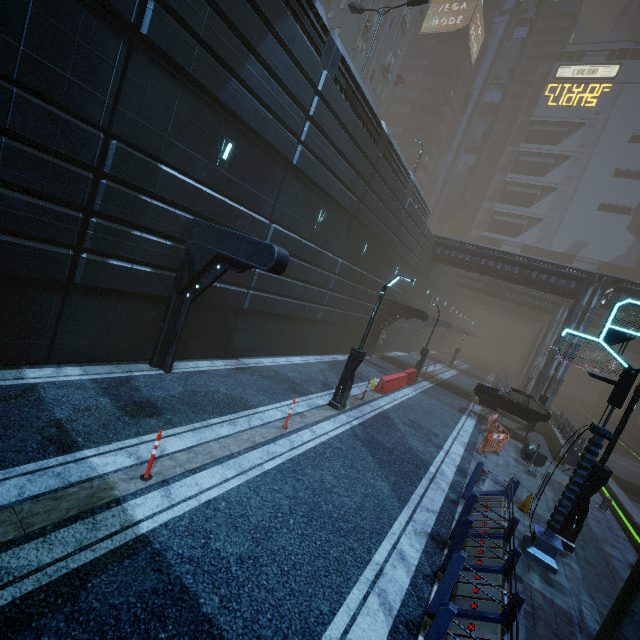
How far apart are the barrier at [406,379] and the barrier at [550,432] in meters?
8.2

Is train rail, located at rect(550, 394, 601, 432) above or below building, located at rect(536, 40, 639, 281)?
below

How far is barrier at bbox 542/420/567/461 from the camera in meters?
16.5

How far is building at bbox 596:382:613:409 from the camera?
57.34m

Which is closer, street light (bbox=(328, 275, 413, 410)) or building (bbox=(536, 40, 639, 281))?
street light (bbox=(328, 275, 413, 410))

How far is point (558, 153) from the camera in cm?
5978

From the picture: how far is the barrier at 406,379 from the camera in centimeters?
1666cm

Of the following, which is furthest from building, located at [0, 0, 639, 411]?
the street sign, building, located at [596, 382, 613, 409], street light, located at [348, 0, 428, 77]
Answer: building, located at [596, 382, 613, 409]
